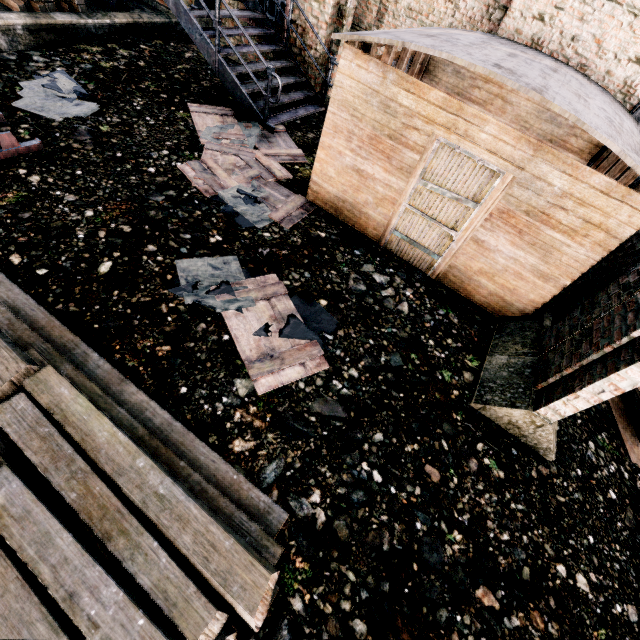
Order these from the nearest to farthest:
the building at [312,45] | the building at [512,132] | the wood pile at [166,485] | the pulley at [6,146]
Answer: the wood pile at [166,485] → the building at [512,132] → the pulley at [6,146] → the building at [312,45]

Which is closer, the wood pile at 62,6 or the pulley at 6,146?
the pulley at 6,146

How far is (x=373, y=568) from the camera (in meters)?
3.44

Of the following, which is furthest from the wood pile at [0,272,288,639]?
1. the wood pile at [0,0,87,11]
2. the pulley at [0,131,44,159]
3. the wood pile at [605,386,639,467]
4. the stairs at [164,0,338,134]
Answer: the wood pile at [0,0,87,11]

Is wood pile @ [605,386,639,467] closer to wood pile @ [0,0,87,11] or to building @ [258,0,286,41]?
building @ [258,0,286,41]

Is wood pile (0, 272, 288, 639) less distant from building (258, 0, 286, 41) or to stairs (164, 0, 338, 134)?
building (258, 0, 286, 41)

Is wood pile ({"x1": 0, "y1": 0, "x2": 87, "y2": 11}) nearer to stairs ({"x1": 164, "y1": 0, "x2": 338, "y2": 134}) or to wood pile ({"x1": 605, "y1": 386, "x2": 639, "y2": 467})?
stairs ({"x1": 164, "y1": 0, "x2": 338, "y2": 134})
